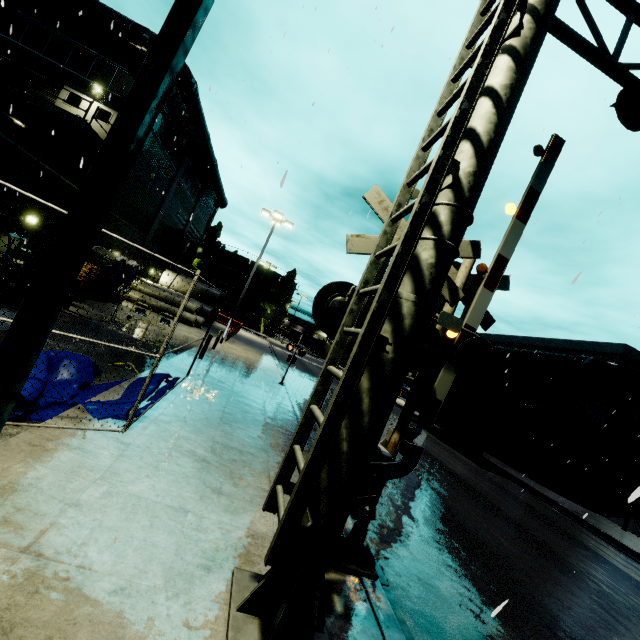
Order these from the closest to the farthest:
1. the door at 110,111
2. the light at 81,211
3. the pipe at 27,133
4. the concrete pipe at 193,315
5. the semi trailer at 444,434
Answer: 1. the light at 81,211
2. the pipe at 27,133
3. the door at 110,111
4. the semi trailer at 444,434
5. the concrete pipe at 193,315

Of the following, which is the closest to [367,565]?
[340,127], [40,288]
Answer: [40,288]

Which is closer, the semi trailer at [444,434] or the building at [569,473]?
the building at [569,473]

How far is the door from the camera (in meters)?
17.48

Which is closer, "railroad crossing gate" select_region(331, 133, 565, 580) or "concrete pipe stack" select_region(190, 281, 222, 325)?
"railroad crossing gate" select_region(331, 133, 565, 580)

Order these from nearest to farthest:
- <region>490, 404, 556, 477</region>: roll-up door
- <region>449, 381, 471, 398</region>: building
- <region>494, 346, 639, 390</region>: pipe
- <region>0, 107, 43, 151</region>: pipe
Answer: <region>0, 107, 43, 151</region>: pipe, <region>494, 346, 639, 390</region>: pipe, <region>490, 404, 556, 477</region>: roll-up door, <region>449, 381, 471, 398</region>: building

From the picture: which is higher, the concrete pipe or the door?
the door

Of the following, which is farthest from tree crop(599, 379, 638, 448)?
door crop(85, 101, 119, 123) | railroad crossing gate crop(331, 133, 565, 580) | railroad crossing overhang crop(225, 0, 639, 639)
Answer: door crop(85, 101, 119, 123)
